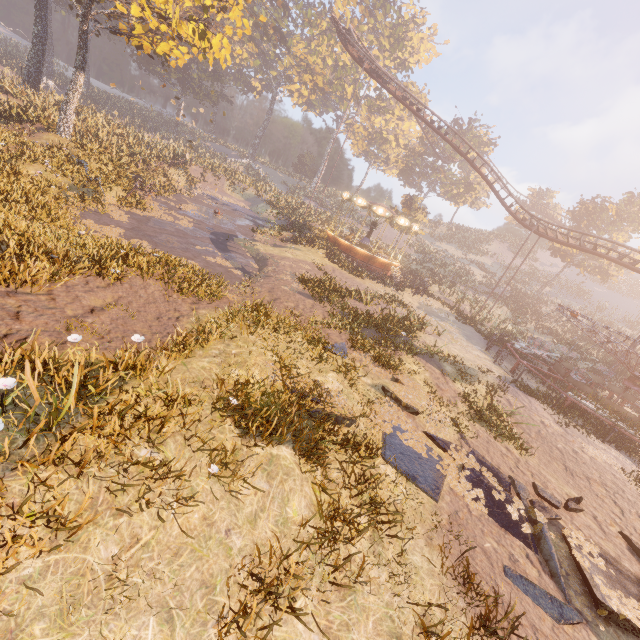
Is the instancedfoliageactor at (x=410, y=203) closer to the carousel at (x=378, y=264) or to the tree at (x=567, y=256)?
the carousel at (x=378, y=264)

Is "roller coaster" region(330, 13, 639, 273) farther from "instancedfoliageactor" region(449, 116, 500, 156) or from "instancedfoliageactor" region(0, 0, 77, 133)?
"instancedfoliageactor" region(0, 0, 77, 133)

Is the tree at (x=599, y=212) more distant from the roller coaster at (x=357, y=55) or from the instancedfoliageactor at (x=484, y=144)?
the instancedfoliageactor at (x=484, y=144)

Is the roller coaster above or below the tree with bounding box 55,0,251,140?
above

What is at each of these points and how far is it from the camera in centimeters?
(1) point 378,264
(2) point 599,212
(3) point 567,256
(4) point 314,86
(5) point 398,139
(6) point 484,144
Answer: (1) carousel, 2872cm
(2) tree, 3903cm
(3) tree, 4075cm
(4) instancedfoliageactor, 5131cm
(5) instancedfoliageactor, 5791cm
(6) instancedfoliageactor, 5372cm

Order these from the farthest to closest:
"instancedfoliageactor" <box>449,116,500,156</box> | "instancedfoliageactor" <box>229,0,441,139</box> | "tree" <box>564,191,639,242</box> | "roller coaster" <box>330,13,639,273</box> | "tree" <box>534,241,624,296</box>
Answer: "instancedfoliageactor" <box>449,116,500,156</box>, "instancedfoliageactor" <box>229,0,441,139</box>, "tree" <box>534,241,624,296</box>, "tree" <box>564,191,639,242</box>, "roller coaster" <box>330,13,639,273</box>

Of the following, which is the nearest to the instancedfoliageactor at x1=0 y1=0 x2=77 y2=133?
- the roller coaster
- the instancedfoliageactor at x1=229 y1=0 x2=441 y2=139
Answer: the instancedfoliageactor at x1=229 y1=0 x2=441 y2=139

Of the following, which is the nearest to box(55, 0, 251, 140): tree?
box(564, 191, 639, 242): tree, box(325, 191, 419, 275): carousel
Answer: box(325, 191, 419, 275): carousel
